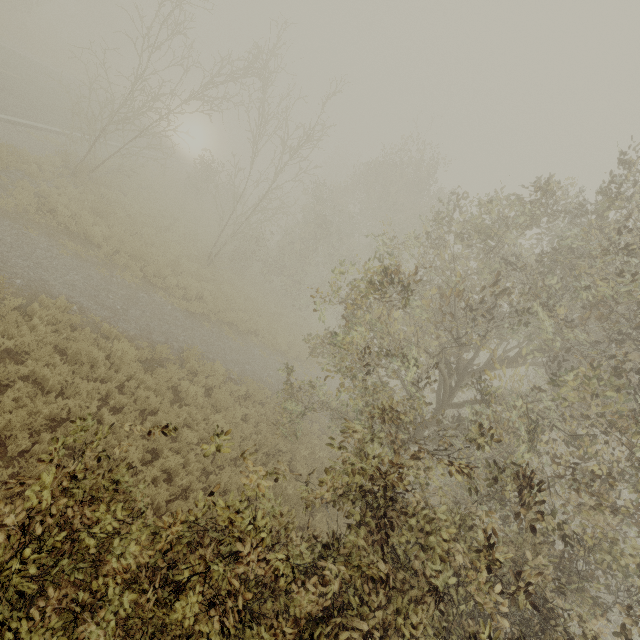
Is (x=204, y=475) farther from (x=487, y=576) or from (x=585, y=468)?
(x=585, y=468)
